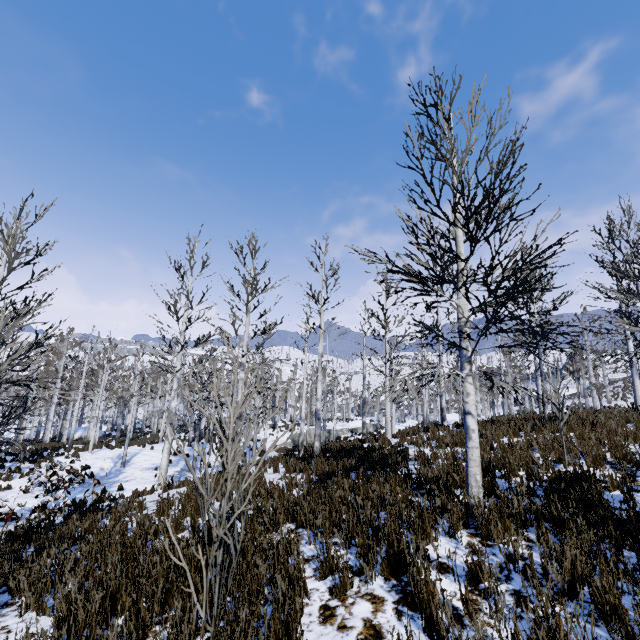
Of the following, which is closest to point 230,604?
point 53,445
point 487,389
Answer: point 53,445
